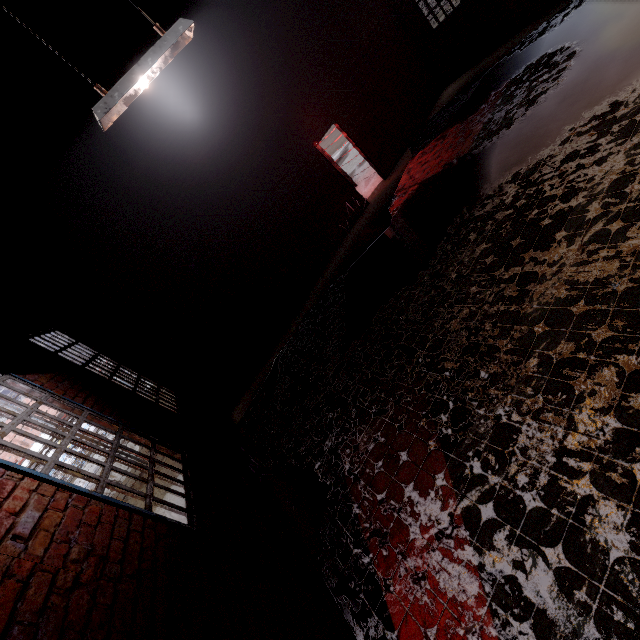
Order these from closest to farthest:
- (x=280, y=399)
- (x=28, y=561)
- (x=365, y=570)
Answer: (x=28, y=561) → (x=365, y=570) → (x=280, y=399)

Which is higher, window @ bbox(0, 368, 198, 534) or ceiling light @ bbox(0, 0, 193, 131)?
ceiling light @ bbox(0, 0, 193, 131)

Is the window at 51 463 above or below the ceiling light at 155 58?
below
